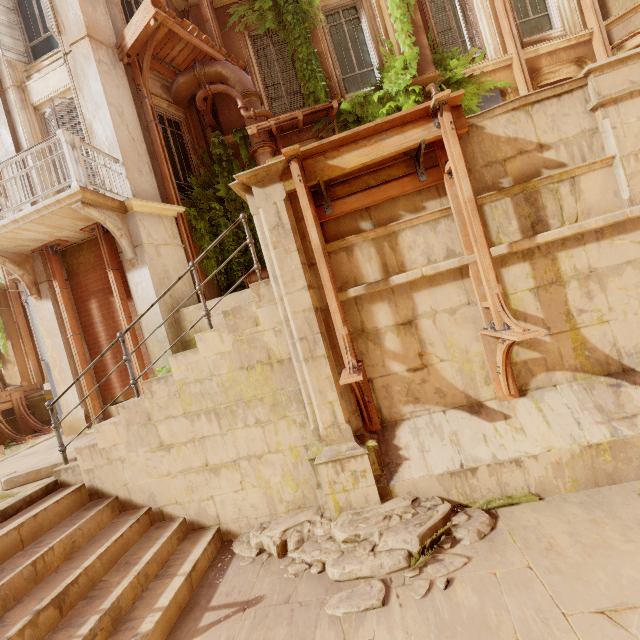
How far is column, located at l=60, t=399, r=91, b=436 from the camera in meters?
7.4

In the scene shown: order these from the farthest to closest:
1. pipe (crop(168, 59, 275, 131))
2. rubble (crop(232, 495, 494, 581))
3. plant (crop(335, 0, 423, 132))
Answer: plant (crop(335, 0, 423, 132))
pipe (crop(168, 59, 275, 131))
rubble (crop(232, 495, 494, 581))

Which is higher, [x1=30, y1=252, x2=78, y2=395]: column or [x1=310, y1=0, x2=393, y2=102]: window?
[x1=310, y1=0, x2=393, y2=102]: window

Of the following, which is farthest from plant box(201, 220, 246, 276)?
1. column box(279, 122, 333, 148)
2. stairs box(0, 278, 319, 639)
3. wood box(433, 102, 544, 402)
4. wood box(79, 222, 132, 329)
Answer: wood box(433, 102, 544, 402)

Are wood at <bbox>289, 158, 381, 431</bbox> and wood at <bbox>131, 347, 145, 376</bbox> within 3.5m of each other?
no

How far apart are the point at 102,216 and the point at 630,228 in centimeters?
839cm

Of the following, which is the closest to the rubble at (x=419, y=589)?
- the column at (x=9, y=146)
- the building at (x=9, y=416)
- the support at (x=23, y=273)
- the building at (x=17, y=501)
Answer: the column at (x=9, y=146)

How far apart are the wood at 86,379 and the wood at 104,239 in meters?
0.6
